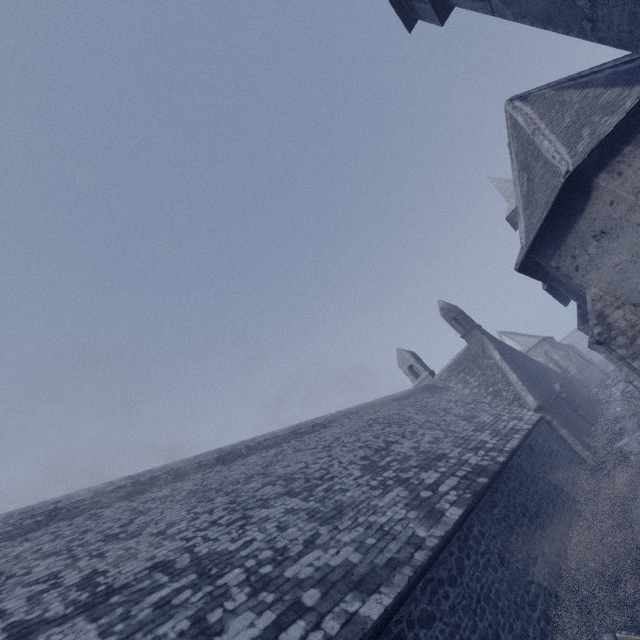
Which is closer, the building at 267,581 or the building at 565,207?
the building at 267,581

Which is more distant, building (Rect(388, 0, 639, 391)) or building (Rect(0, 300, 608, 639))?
building (Rect(388, 0, 639, 391))

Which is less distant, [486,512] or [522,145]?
[486,512]
